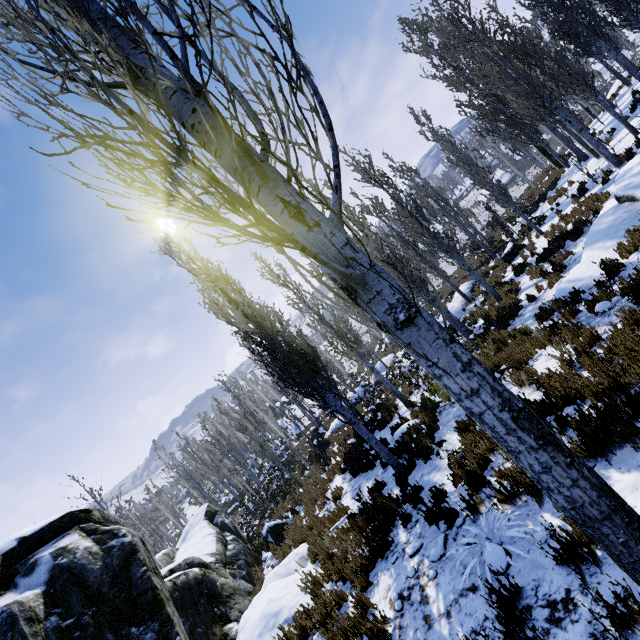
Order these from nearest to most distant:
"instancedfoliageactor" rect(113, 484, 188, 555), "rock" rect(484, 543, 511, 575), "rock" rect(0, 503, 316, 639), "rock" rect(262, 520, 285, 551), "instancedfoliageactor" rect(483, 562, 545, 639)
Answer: "instancedfoliageactor" rect(483, 562, 545, 639), "rock" rect(484, 543, 511, 575), "rock" rect(0, 503, 316, 639), "rock" rect(262, 520, 285, 551), "instancedfoliageactor" rect(113, 484, 188, 555)

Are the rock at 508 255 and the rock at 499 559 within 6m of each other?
no

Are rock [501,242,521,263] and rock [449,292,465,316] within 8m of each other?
yes

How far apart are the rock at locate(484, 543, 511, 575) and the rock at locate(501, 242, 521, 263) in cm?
1778

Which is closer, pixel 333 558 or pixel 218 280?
pixel 333 558

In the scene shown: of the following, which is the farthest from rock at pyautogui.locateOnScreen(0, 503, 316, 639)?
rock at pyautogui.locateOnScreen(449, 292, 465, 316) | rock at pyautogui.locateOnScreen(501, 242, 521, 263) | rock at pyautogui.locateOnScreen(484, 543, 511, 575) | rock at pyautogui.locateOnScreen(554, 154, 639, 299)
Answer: rock at pyautogui.locateOnScreen(501, 242, 521, 263)

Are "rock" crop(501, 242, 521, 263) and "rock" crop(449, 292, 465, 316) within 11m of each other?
yes

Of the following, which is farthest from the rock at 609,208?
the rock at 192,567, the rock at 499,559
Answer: the rock at 192,567
